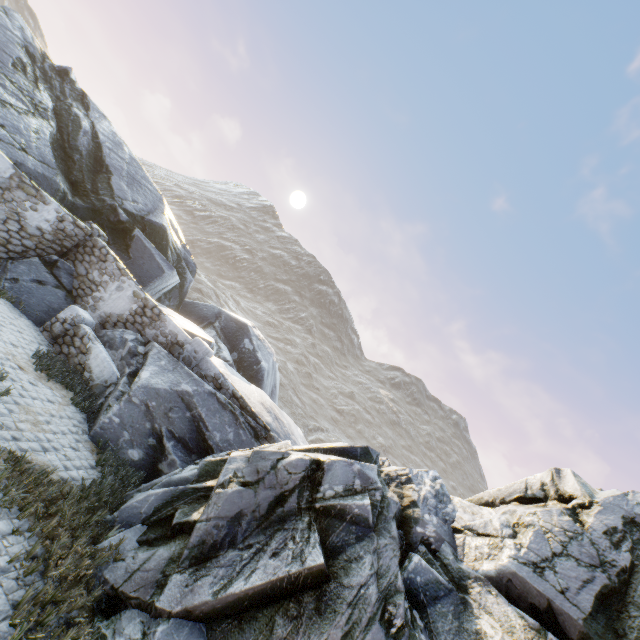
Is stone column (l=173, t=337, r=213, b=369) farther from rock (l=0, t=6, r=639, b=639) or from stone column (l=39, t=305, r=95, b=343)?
stone column (l=39, t=305, r=95, b=343)

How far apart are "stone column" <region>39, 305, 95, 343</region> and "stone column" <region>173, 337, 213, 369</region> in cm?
275

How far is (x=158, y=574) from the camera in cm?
479

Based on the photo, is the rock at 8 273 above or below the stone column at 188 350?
below

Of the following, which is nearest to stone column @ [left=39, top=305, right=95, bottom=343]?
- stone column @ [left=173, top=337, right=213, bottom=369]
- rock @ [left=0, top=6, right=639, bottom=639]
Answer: rock @ [left=0, top=6, right=639, bottom=639]

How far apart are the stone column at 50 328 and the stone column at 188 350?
2.7 meters

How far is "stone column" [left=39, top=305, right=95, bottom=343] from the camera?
9.8 meters

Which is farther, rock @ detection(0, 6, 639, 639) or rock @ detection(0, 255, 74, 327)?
rock @ detection(0, 255, 74, 327)
